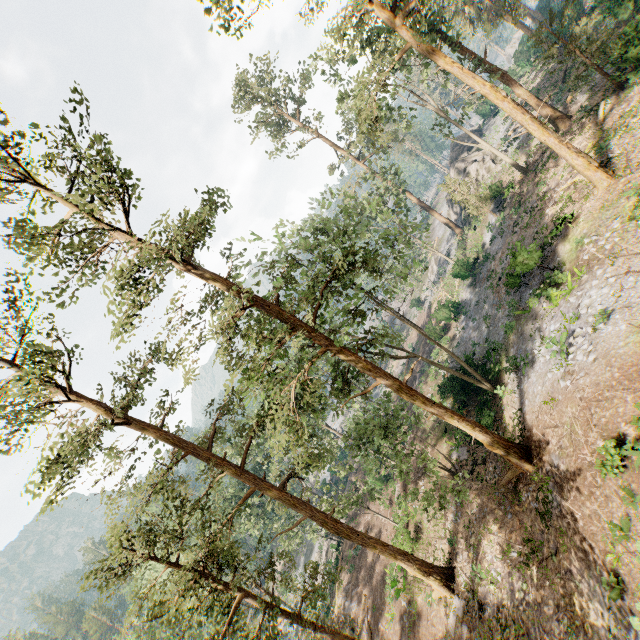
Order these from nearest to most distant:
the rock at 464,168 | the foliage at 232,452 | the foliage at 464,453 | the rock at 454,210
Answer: the foliage at 232,452
the foliage at 464,453
the rock at 464,168
the rock at 454,210

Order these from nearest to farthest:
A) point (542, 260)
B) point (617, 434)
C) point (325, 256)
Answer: point (617, 434)
point (325, 256)
point (542, 260)

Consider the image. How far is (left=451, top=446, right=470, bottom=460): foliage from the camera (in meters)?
23.50

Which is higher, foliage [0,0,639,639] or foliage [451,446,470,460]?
foliage [0,0,639,639]

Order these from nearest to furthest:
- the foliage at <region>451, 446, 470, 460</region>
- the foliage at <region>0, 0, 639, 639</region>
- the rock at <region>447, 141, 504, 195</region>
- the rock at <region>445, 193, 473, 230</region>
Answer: the foliage at <region>0, 0, 639, 639</region> → the foliage at <region>451, 446, 470, 460</region> → the rock at <region>447, 141, 504, 195</region> → the rock at <region>445, 193, 473, 230</region>

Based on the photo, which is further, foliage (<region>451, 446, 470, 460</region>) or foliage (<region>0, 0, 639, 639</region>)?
foliage (<region>451, 446, 470, 460</region>)

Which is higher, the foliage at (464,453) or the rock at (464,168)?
the rock at (464,168)

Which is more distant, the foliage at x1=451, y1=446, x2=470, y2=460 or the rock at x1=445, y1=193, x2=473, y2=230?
the rock at x1=445, y1=193, x2=473, y2=230
